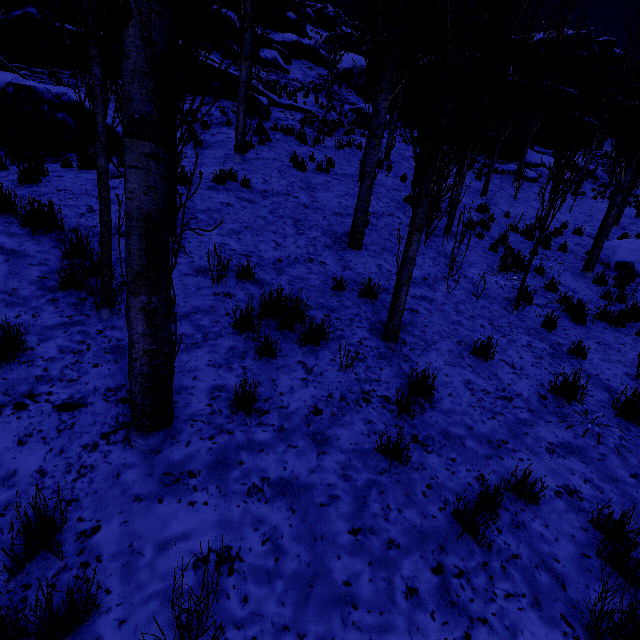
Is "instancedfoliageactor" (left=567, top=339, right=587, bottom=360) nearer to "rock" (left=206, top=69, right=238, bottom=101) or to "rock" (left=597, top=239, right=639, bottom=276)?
"rock" (left=206, top=69, right=238, bottom=101)

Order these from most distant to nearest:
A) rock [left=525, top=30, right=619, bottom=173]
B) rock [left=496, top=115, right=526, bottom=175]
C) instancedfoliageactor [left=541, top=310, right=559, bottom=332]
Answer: rock [left=525, top=30, right=619, bottom=173] < rock [left=496, top=115, right=526, bottom=175] < instancedfoliageactor [left=541, top=310, right=559, bottom=332]

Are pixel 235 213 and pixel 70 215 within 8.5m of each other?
yes

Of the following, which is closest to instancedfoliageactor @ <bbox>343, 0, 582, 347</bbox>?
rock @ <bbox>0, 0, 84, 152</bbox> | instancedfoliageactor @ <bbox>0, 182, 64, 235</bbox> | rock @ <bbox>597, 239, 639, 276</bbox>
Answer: rock @ <bbox>0, 0, 84, 152</bbox>

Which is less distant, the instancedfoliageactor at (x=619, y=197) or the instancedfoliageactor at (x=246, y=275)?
the instancedfoliageactor at (x=246, y=275)

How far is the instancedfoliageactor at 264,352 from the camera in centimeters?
357cm

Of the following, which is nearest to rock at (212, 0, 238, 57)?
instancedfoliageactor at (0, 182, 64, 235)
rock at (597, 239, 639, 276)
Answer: instancedfoliageactor at (0, 182, 64, 235)
